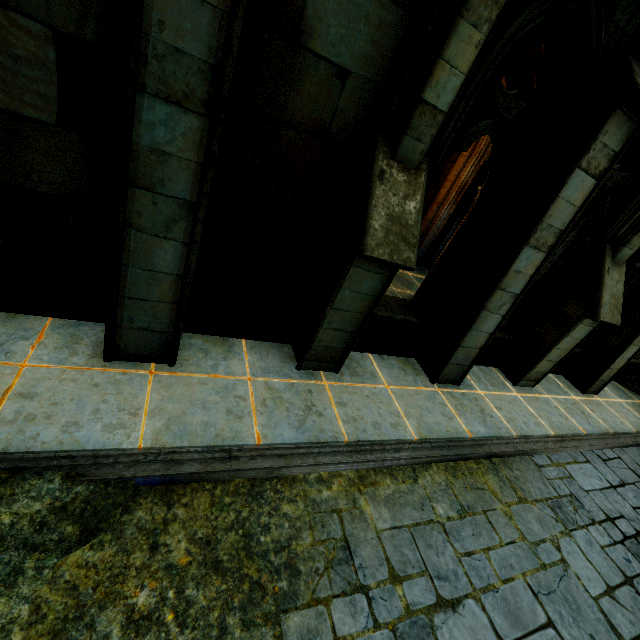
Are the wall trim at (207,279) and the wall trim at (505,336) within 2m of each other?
no

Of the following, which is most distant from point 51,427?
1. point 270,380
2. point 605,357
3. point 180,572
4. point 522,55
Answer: point 605,357

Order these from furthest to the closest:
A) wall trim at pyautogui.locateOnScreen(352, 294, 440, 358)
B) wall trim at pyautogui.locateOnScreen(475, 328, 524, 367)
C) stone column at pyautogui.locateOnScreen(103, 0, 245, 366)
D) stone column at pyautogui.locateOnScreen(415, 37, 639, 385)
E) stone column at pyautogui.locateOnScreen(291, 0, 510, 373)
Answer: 1. wall trim at pyautogui.locateOnScreen(475, 328, 524, 367)
2. wall trim at pyautogui.locateOnScreen(352, 294, 440, 358)
3. stone column at pyautogui.locateOnScreen(415, 37, 639, 385)
4. stone column at pyautogui.locateOnScreen(291, 0, 510, 373)
5. stone column at pyautogui.locateOnScreen(103, 0, 245, 366)

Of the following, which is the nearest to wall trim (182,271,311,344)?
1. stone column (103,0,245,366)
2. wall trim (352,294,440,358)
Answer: stone column (103,0,245,366)

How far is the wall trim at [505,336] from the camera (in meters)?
6.49

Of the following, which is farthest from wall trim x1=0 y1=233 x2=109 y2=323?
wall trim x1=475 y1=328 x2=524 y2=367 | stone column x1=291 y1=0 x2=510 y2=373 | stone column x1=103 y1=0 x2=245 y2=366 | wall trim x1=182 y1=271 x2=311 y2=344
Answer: wall trim x1=475 y1=328 x2=524 y2=367

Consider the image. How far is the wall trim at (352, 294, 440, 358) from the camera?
5.2 meters

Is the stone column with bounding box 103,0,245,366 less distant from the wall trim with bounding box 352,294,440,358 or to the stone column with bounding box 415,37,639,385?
the wall trim with bounding box 352,294,440,358
